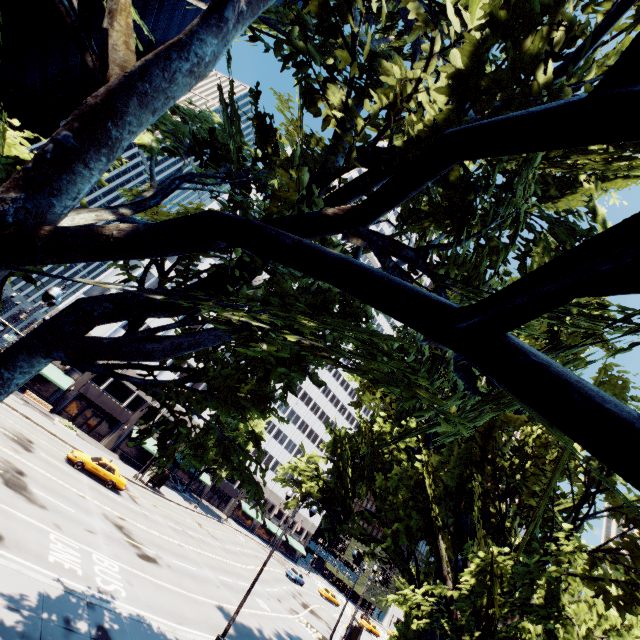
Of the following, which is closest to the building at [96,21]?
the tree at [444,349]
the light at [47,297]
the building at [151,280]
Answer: the building at [151,280]

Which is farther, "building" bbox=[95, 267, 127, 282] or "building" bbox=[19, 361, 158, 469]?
"building" bbox=[95, 267, 127, 282]

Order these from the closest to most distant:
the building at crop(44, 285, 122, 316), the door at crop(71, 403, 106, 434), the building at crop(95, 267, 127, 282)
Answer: the building at crop(44, 285, 122, 316) < the door at crop(71, 403, 106, 434) < the building at crop(95, 267, 127, 282)

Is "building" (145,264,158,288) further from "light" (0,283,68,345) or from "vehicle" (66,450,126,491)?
"light" (0,283,68,345)

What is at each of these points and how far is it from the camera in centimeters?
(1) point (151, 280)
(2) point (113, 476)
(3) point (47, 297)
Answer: (1) building, 4544cm
(2) vehicle, 2656cm
(3) light, 1030cm

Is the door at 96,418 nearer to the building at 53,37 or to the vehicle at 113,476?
the vehicle at 113,476

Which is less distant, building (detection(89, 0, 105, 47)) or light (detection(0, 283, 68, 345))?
light (detection(0, 283, 68, 345))

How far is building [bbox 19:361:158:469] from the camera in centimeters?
3784cm
